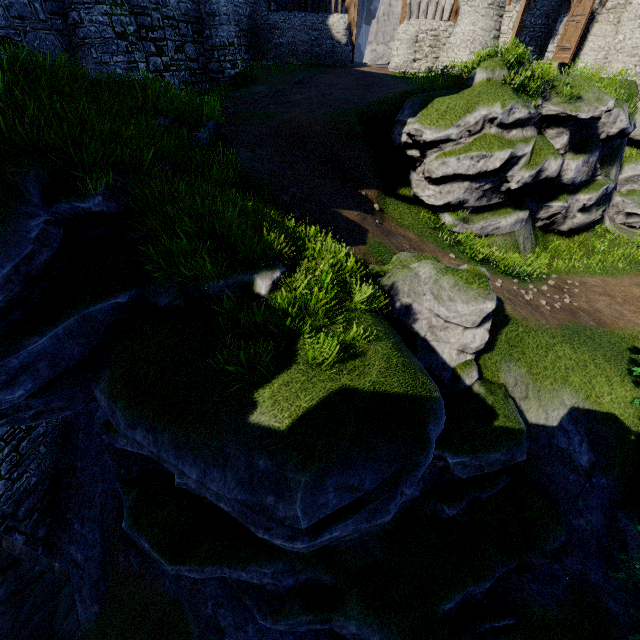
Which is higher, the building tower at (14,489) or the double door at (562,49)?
the double door at (562,49)

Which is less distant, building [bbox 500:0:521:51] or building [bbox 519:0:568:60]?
building [bbox 500:0:521:51]

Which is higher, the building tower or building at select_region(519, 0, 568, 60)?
building at select_region(519, 0, 568, 60)

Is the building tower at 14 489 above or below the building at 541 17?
below

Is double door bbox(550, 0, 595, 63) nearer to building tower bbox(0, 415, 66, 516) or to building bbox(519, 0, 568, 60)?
building bbox(519, 0, 568, 60)

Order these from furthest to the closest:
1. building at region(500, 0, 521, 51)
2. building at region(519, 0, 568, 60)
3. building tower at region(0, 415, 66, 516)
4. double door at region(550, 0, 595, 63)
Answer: building at region(519, 0, 568, 60)
building at region(500, 0, 521, 51)
double door at region(550, 0, 595, 63)
building tower at region(0, 415, 66, 516)

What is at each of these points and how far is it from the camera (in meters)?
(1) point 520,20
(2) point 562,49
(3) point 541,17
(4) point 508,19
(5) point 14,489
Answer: (1) double door, 19.86
(2) double door, 20.64
(3) building, 25.70
(4) building, 20.64
(5) building tower, 9.38

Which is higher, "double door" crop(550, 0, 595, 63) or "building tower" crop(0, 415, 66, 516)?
"double door" crop(550, 0, 595, 63)
